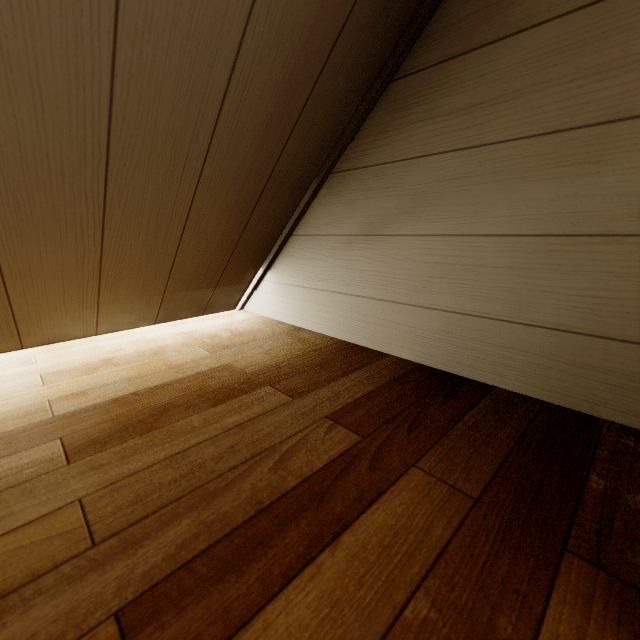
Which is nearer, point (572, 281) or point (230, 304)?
point (572, 281)
